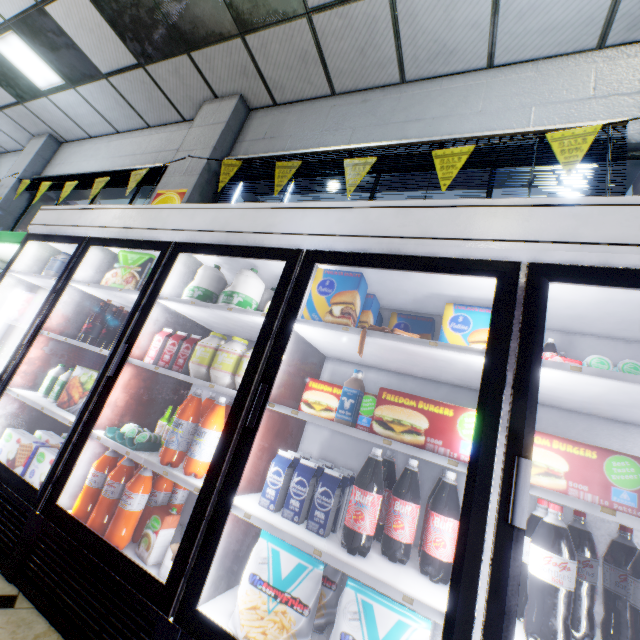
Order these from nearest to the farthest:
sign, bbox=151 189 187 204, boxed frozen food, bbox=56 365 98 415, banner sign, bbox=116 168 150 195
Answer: boxed frozen food, bbox=56 365 98 415
sign, bbox=151 189 187 204
banner sign, bbox=116 168 150 195

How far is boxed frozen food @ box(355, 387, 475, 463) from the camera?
1.2 meters

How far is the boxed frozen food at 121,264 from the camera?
2.5m

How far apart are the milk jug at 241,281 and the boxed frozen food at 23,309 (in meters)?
1.69

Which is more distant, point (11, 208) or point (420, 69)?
point (11, 208)

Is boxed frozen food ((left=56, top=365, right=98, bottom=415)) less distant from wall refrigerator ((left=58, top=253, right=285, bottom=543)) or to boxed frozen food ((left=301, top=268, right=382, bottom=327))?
wall refrigerator ((left=58, top=253, right=285, bottom=543))

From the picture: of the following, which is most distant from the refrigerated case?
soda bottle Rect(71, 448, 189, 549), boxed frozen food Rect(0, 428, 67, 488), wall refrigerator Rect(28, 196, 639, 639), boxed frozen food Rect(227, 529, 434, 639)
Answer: boxed frozen food Rect(227, 529, 434, 639)

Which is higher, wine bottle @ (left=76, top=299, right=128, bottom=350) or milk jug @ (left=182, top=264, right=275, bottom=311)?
milk jug @ (left=182, top=264, right=275, bottom=311)
